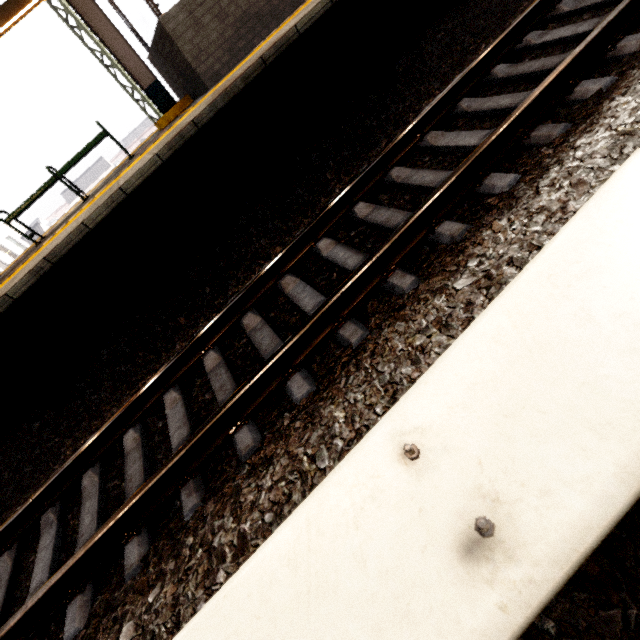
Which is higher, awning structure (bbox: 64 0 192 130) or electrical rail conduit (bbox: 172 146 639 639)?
awning structure (bbox: 64 0 192 130)

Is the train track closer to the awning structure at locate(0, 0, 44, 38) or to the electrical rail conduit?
the electrical rail conduit

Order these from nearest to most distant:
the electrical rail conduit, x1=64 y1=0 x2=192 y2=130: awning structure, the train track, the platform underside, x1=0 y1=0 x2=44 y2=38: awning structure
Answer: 1. the electrical rail conduit
2. the train track
3. the platform underside
4. x1=64 y1=0 x2=192 y2=130: awning structure
5. x1=0 y1=0 x2=44 y2=38: awning structure

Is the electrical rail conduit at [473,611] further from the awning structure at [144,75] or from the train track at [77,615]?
the awning structure at [144,75]

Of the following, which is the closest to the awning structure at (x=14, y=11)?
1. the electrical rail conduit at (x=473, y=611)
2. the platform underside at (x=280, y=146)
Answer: the platform underside at (x=280, y=146)

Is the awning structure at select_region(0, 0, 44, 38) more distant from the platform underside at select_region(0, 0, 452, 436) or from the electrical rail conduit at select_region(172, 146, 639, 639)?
the electrical rail conduit at select_region(172, 146, 639, 639)

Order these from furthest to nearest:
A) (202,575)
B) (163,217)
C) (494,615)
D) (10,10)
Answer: (10,10)
(163,217)
(202,575)
(494,615)
